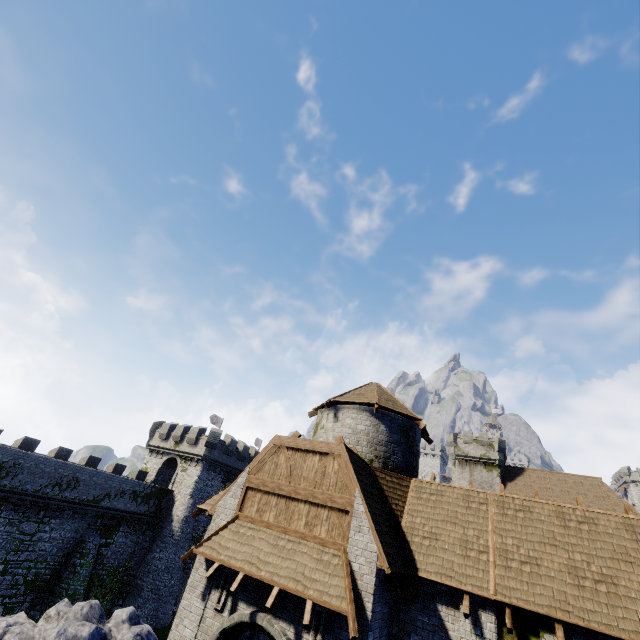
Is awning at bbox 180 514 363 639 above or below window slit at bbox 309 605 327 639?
above

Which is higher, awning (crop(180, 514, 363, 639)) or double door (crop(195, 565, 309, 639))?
awning (crop(180, 514, 363, 639))

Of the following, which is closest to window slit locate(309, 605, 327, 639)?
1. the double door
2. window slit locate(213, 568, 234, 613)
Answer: the double door

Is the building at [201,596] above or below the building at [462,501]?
below

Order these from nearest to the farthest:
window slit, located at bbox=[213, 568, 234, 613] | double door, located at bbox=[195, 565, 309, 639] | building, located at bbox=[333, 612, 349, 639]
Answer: building, located at bbox=[333, 612, 349, 639] < double door, located at bbox=[195, 565, 309, 639] < window slit, located at bbox=[213, 568, 234, 613]

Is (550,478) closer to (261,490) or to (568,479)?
(568,479)

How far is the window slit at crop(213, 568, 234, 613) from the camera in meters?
10.1 m

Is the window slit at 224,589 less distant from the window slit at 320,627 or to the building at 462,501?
the building at 462,501
